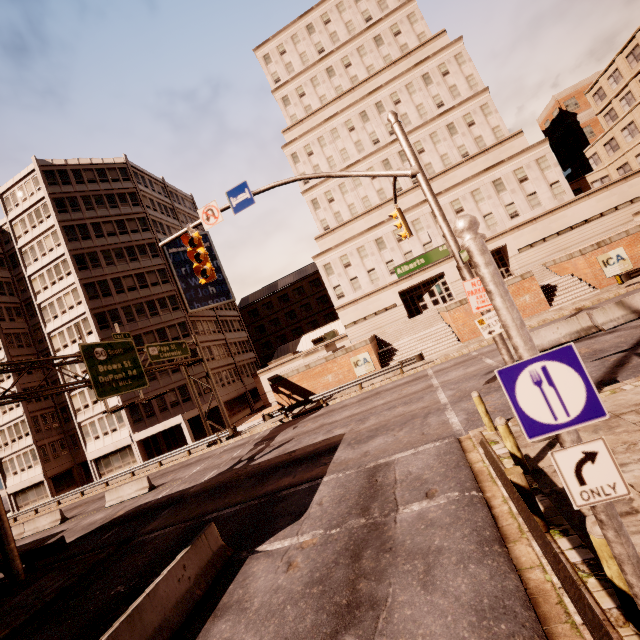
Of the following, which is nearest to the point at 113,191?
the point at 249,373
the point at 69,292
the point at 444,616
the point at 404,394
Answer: the point at 69,292

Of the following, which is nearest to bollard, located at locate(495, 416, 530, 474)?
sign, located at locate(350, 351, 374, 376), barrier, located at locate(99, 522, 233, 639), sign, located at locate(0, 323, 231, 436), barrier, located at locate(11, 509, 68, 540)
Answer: barrier, located at locate(99, 522, 233, 639)

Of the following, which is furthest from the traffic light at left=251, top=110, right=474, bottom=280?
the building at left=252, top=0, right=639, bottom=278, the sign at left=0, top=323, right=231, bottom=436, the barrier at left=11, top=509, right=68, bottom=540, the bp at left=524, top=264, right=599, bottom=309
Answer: the barrier at left=11, top=509, right=68, bottom=540

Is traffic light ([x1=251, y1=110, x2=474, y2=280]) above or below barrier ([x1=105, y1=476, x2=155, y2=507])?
above

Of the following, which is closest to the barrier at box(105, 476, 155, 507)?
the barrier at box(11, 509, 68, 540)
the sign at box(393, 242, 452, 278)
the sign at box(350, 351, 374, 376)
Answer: the barrier at box(11, 509, 68, 540)

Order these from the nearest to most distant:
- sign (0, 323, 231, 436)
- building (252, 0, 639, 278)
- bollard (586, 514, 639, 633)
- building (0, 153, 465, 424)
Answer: bollard (586, 514, 639, 633), sign (0, 323, 231, 436), building (252, 0, 639, 278), building (0, 153, 465, 424)

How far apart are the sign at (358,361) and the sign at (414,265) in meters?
20.0

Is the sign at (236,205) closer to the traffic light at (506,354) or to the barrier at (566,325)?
the traffic light at (506,354)
